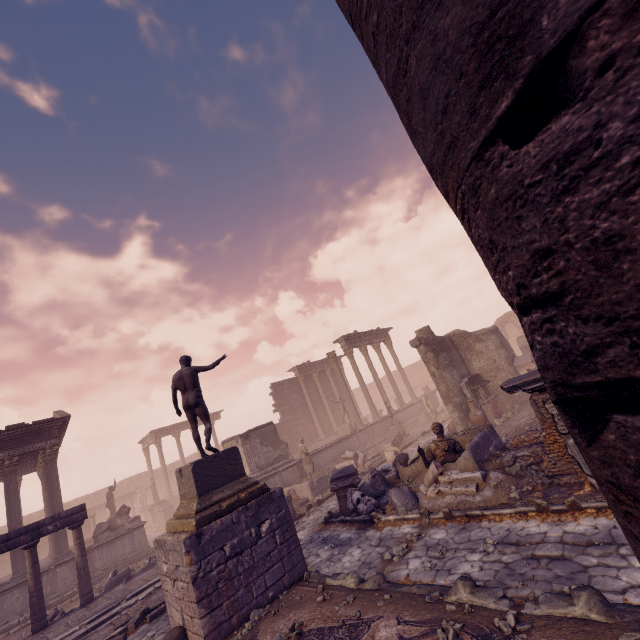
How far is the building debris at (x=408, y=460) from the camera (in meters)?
9.22

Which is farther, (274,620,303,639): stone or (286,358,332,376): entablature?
(286,358,332,376): entablature

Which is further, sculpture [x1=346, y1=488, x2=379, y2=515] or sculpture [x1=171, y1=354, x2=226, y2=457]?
sculpture [x1=346, y1=488, x2=379, y2=515]

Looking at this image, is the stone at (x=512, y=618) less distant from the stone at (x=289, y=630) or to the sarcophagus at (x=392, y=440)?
the stone at (x=289, y=630)

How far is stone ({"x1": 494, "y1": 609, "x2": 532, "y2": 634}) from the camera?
3.5m

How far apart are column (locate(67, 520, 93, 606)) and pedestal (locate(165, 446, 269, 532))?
6.47m

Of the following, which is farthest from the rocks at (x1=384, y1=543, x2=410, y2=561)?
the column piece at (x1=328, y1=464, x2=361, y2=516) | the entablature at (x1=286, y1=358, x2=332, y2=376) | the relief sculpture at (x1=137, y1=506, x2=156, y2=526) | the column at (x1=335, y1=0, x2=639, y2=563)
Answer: the entablature at (x1=286, y1=358, x2=332, y2=376)

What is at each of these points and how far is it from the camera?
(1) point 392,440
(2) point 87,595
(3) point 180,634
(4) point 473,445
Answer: (1) sarcophagus, 17.9 meters
(2) column, 10.8 meters
(3) building debris, 6.1 meters
(4) building debris, 8.8 meters
